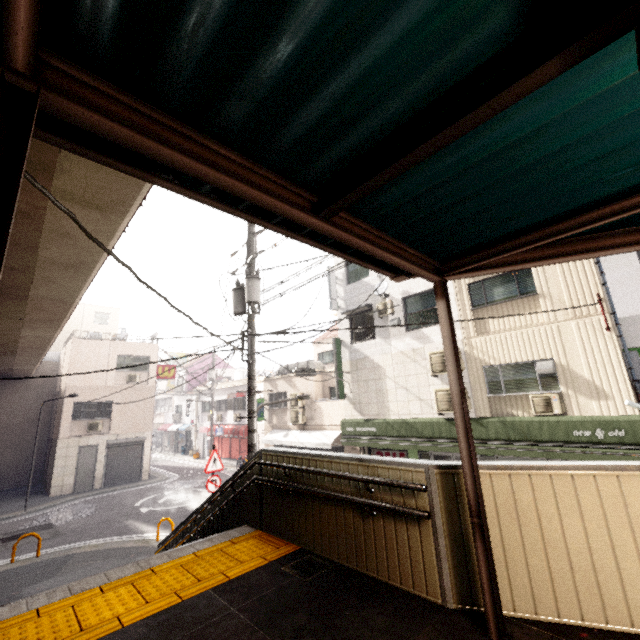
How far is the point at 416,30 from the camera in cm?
120

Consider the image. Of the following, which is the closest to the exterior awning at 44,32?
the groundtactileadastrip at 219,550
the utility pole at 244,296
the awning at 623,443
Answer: the groundtactileadastrip at 219,550

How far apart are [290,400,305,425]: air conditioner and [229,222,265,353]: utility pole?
9.79m

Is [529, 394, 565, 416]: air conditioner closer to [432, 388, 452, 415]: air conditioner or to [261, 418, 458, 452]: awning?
[261, 418, 458, 452]: awning

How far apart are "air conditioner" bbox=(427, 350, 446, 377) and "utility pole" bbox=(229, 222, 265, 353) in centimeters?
625cm

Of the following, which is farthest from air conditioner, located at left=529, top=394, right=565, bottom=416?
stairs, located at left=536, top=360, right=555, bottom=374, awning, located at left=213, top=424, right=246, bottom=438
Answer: awning, located at left=213, top=424, right=246, bottom=438

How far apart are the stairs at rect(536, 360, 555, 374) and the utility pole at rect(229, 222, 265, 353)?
7.8m

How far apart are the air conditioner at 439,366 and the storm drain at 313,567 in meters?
8.7 m
